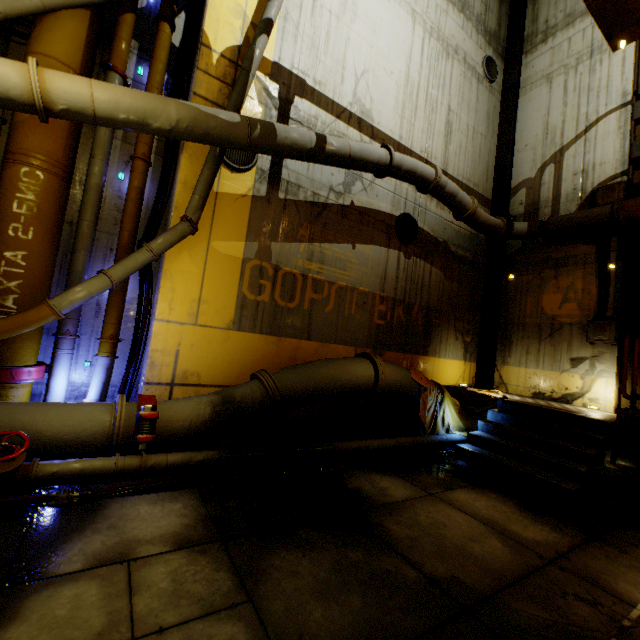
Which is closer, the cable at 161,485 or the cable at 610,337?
the cable at 161,485

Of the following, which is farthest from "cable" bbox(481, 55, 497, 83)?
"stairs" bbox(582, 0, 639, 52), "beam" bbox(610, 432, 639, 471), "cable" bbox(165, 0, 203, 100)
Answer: "beam" bbox(610, 432, 639, 471)

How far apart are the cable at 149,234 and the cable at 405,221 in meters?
5.2 m

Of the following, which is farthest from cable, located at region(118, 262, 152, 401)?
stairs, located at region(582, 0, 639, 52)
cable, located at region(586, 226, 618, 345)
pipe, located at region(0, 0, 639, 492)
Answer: cable, located at region(586, 226, 618, 345)

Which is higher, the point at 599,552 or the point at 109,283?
the point at 109,283

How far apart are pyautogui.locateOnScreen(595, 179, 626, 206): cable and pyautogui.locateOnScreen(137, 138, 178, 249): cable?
10.0m

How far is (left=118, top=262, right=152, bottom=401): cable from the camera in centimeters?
545cm

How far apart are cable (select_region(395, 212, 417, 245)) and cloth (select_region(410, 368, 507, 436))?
3.27m
